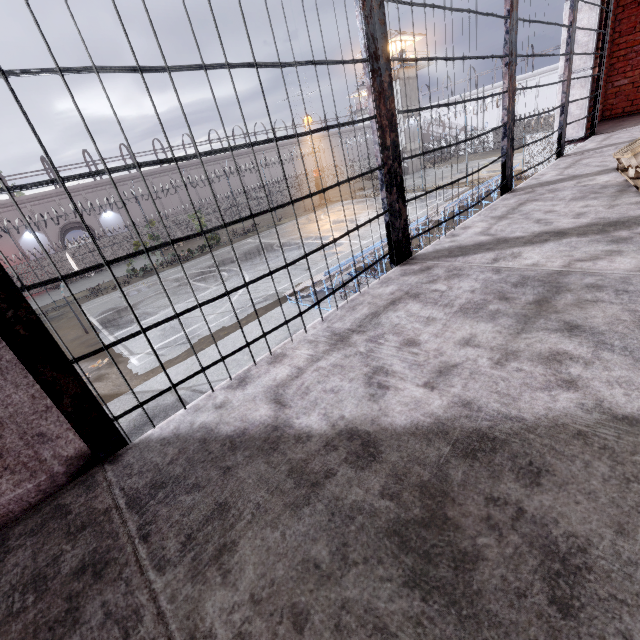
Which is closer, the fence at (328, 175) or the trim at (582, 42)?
the trim at (582, 42)

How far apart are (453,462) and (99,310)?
22.4 meters

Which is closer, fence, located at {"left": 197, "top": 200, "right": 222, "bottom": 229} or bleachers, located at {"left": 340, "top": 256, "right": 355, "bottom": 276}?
bleachers, located at {"left": 340, "top": 256, "right": 355, "bottom": 276}

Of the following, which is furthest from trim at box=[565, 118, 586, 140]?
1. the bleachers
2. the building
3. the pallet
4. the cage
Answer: the building

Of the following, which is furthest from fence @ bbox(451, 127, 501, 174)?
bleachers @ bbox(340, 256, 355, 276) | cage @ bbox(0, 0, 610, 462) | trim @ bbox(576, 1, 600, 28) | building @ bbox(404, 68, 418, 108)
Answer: building @ bbox(404, 68, 418, 108)

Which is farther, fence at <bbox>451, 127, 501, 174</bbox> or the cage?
fence at <bbox>451, 127, 501, 174</bbox>

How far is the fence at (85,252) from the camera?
29.3m
